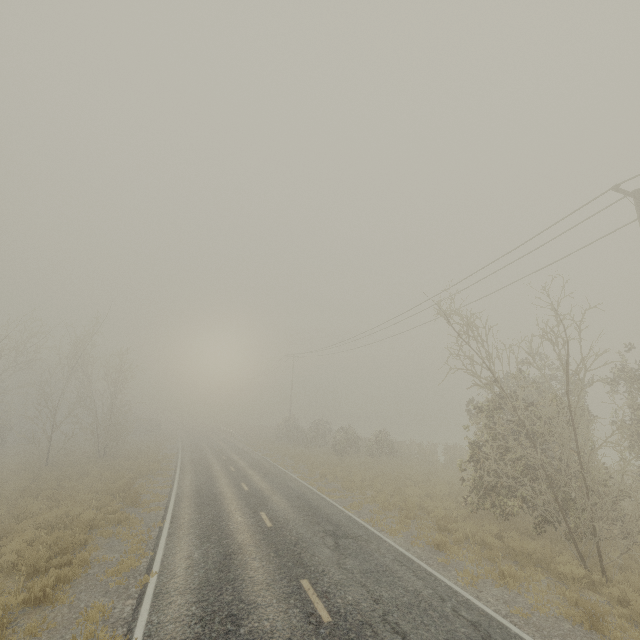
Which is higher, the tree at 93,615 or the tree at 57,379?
the tree at 57,379

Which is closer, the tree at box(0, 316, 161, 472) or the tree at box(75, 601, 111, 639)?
the tree at box(75, 601, 111, 639)

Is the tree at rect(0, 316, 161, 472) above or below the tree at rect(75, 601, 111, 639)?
above

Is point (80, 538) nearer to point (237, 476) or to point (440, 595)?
point (237, 476)

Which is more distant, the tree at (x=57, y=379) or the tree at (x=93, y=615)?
the tree at (x=57, y=379)
